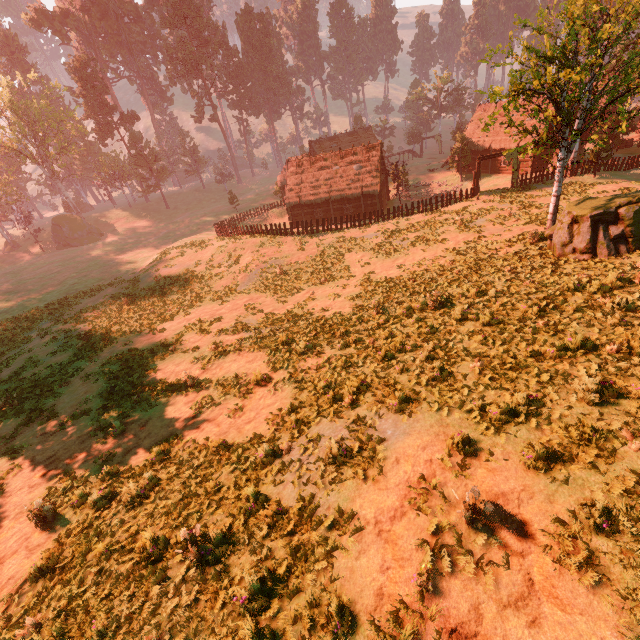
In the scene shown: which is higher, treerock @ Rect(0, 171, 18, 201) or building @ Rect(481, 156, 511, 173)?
treerock @ Rect(0, 171, 18, 201)

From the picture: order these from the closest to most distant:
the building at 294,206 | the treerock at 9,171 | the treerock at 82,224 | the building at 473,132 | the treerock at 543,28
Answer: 1. the treerock at 543,28
2. the building at 294,206
3. the building at 473,132
4. the treerock at 82,224
5. the treerock at 9,171

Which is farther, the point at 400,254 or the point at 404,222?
the point at 404,222

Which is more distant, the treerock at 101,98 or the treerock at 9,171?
the treerock at 101,98

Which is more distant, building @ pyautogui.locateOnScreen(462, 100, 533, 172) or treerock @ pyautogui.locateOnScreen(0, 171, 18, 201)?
treerock @ pyautogui.locateOnScreen(0, 171, 18, 201)

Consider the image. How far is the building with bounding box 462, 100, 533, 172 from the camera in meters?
39.3 m

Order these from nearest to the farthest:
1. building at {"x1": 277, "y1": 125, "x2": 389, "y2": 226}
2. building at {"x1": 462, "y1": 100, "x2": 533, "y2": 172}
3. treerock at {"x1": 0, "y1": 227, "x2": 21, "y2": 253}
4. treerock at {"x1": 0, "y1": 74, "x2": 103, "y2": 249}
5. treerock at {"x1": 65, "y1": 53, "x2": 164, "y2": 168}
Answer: building at {"x1": 277, "y1": 125, "x2": 389, "y2": 226}, building at {"x1": 462, "y1": 100, "x2": 533, "y2": 172}, treerock at {"x1": 0, "y1": 74, "x2": 103, "y2": 249}, treerock at {"x1": 65, "y1": 53, "x2": 164, "y2": 168}, treerock at {"x1": 0, "y1": 227, "x2": 21, "y2": 253}
